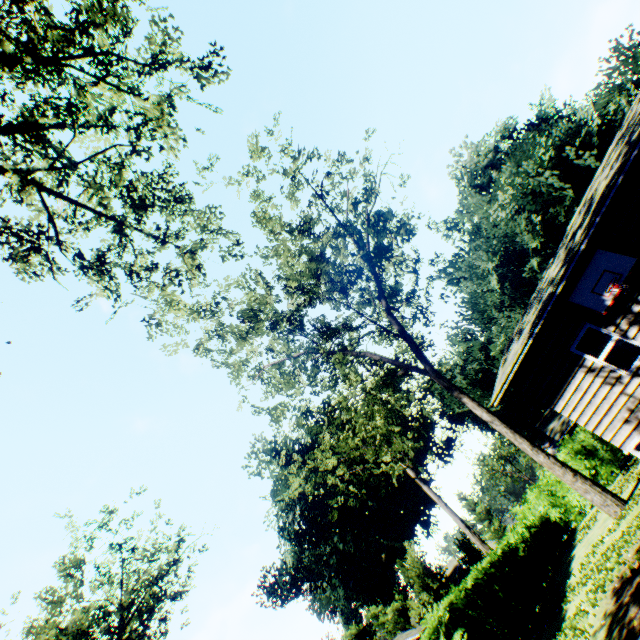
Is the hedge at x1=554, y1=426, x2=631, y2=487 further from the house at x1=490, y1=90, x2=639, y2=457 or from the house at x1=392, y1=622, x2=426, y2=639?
the house at x1=392, y1=622, x2=426, y2=639

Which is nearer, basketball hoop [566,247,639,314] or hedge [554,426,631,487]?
basketball hoop [566,247,639,314]

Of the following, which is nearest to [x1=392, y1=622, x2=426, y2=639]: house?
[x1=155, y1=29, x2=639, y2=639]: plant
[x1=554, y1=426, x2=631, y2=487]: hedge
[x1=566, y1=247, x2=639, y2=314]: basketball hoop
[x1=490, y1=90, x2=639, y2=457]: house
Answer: [x1=155, y1=29, x2=639, y2=639]: plant

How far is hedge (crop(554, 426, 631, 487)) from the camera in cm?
2008

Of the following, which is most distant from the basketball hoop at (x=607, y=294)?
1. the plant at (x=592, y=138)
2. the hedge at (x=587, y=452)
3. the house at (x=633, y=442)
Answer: the hedge at (x=587, y=452)

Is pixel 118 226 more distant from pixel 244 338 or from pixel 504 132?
pixel 504 132

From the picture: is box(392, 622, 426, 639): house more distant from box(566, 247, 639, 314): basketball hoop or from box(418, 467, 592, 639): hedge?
box(566, 247, 639, 314): basketball hoop

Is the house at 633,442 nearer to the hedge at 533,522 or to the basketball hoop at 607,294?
the basketball hoop at 607,294
